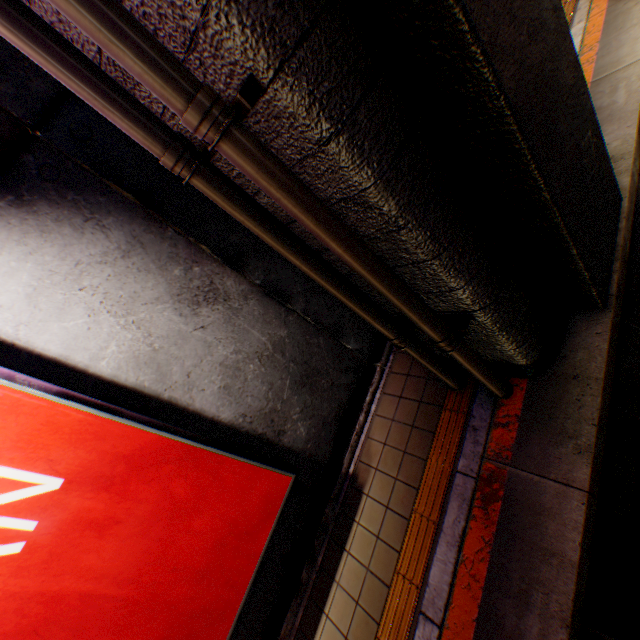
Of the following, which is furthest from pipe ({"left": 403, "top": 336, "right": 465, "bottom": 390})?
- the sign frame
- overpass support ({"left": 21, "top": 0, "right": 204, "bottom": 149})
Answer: the sign frame

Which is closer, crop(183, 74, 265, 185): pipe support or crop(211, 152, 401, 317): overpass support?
crop(183, 74, 265, 185): pipe support

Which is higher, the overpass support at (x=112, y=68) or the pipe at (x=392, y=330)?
the overpass support at (x=112, y=68)

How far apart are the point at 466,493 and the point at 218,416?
2.8 meters

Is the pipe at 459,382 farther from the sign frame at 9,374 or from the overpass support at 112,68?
the sign frame at 9,374

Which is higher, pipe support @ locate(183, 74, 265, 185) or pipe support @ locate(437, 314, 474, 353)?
pipe support @ locate(183, 74, 265, 185)

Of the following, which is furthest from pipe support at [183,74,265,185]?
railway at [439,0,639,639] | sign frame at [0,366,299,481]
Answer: railway at [439,0,639,639]

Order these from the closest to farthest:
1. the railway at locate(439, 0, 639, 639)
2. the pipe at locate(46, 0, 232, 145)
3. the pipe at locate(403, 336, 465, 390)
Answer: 1. the pipe at locate(46, 0, 232, 145)
2. the railway at locate(439, 0, 639, 639)
3. the pipe at locate(403, 336, 465, 390)
